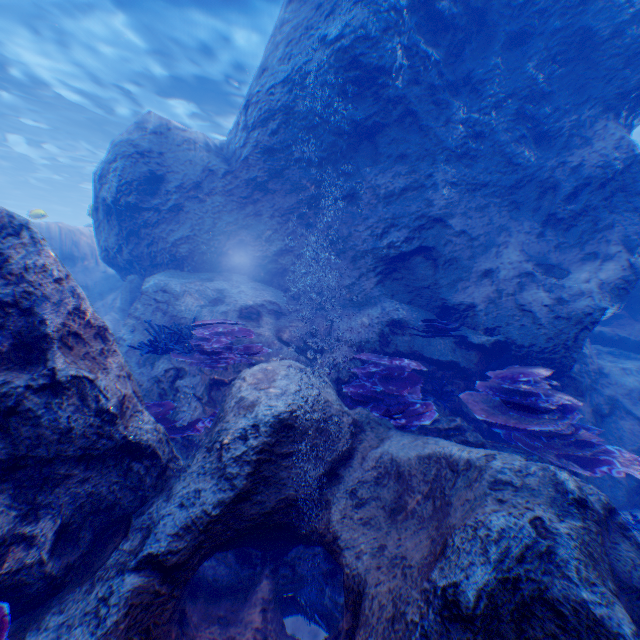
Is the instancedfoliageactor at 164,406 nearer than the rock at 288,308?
No

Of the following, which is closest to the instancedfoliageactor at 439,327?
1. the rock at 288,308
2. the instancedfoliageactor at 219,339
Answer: the rock at 288,308

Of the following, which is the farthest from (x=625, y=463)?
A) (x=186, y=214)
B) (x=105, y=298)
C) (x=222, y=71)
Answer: (x=222, y=71)

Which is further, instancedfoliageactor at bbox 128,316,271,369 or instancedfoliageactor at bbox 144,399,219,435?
instancedfoliageactor at bbox 128,316,271,369

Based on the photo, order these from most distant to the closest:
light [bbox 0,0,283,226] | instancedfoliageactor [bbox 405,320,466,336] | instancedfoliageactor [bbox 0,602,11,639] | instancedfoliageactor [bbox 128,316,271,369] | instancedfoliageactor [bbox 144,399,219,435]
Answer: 1. light [bbox 0,0,283,226]
2. instancedfoliageactor [bbox 405,320,466,336]
3. instancedfoliageactor [bbox 128,316,271,369]
4. instancedfoliageactor [bbox 144,399,219,435]
5. instancedfoliageactor [bbox 0,602,11,639]

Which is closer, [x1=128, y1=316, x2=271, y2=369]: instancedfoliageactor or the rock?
the rock

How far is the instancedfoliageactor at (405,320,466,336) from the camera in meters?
5.8 m

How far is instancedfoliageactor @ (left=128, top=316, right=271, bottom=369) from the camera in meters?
5.1
